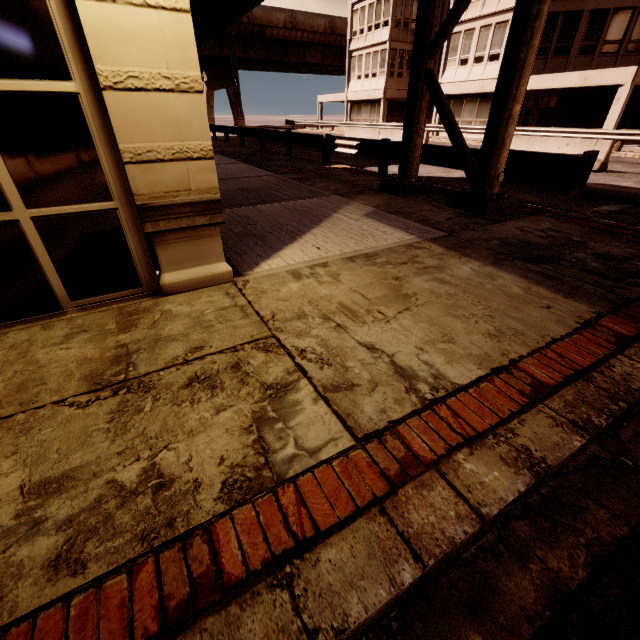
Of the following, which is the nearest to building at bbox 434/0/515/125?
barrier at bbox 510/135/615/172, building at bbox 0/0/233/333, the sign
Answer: the sign

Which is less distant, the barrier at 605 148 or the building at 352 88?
the barrier at 605 148

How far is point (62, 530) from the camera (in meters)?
1.48

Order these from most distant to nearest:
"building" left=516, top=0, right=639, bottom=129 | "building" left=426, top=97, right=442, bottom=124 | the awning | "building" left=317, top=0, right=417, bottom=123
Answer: "building" left=317, top=0, right=417, bottom=123 → "building" left=426, top=97, right=442, bottom=124 → "building" left=516, top=0, right=639, bottom=129 → the awning

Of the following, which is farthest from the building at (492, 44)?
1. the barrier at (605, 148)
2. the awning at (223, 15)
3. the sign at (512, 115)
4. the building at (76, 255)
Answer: the building at (76, 255)

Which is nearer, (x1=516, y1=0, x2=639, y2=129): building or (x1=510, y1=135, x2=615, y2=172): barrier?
(x1=510, y1=135, x2=615, y2=172): barrier

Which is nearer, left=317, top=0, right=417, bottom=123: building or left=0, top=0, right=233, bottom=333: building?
left=0, top=0, right=233, bottom=333: building

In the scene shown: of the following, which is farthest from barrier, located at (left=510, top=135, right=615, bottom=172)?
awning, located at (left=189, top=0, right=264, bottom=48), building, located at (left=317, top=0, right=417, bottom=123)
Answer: awning, located at (left=189, top=0, right=264, bottom=48)
